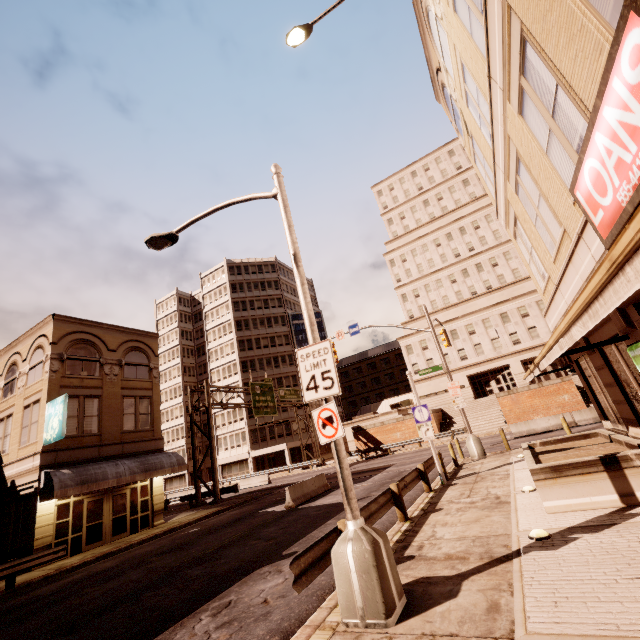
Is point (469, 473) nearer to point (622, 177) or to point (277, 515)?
point (277, 515)

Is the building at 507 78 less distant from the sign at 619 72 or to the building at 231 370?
the building at 231 370

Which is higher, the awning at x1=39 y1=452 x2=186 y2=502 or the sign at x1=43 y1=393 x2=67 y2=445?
the sign at x1=43 y1=393 x2=67 y2=445

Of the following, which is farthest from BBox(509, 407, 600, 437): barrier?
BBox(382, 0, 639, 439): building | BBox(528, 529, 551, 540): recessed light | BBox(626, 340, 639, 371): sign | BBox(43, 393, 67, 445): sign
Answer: BBox(43, 393, 67, 445): sign

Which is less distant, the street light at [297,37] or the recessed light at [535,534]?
the recessed light at [535,534]

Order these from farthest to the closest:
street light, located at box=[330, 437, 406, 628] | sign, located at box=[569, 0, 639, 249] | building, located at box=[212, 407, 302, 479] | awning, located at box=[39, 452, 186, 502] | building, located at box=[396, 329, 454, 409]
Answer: building, located at box=[212, 407, 302, 479] < building, located at box=[396, 329, 454, 409] < awning, located at box=[39, 452, 186, 502] < street light, located at box=[330, 437, 406, 628] < sign, located at box=[569, 0, 639, 249]

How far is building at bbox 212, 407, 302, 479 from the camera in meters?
48.7 m

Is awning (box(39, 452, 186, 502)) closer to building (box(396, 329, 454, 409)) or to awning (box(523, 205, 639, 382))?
awning (box(523, 205, 639, 382))
